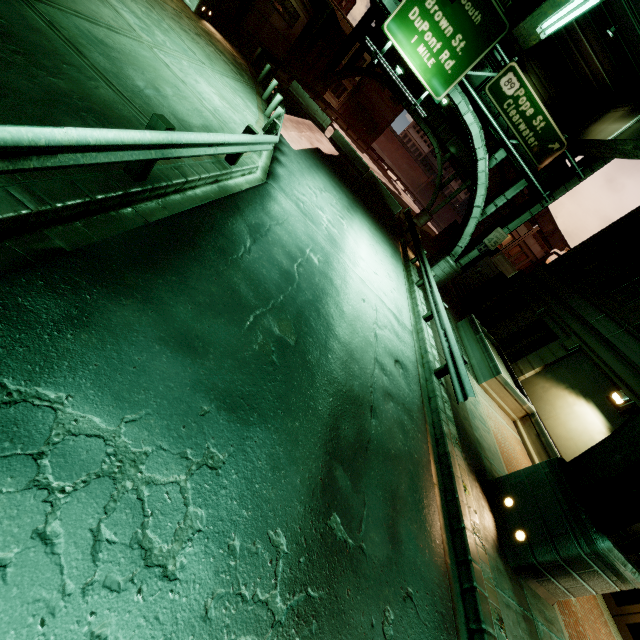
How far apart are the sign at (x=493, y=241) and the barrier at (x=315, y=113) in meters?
15.7 m

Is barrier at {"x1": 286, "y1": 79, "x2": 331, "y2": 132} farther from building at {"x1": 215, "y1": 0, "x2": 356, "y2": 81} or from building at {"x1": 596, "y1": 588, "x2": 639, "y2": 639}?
building at {"x1": 596, "y1": 588, "x2": 639, "y2": 639}

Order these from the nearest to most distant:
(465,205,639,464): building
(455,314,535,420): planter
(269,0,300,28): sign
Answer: (465,205,639,464): building < (455,314,535,420): planter < (269,0,300,28): sign

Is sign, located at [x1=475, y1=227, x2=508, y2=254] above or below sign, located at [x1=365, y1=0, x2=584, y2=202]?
below

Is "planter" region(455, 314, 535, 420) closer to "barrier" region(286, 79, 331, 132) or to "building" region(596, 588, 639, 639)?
"building" region(596, 588, 639, 639)

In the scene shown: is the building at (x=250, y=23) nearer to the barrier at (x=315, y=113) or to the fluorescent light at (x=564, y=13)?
the barrier at (x=315, y=113)

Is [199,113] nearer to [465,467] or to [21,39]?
[21,39]

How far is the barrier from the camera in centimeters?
2395cm
